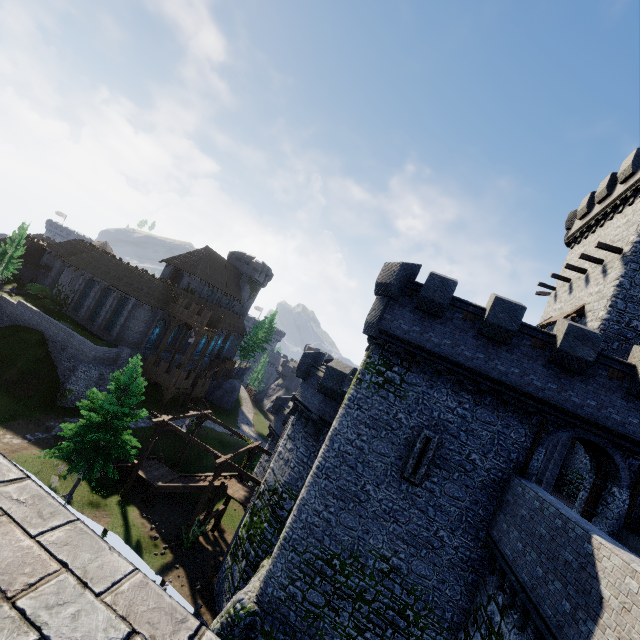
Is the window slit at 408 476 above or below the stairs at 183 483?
above

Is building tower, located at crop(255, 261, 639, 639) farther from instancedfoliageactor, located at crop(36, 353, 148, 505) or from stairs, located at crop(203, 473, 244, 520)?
instancedfoliageactor, located at crop(36, 353, 148, 505)

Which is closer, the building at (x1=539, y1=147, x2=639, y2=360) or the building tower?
the building tower

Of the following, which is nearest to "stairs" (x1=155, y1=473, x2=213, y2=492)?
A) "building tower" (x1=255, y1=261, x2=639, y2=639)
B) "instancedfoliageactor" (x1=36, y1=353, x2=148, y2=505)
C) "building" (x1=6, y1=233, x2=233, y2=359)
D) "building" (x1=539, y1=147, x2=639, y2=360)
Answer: "instancedfoliageactor" (x1=36, y1=353, x2=148, y2=505)

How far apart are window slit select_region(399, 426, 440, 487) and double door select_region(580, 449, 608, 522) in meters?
A: 6.5 m

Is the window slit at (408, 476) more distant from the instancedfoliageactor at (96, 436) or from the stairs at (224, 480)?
the instancedfoliageactor at (96, 436)

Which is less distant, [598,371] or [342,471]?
[598,371]

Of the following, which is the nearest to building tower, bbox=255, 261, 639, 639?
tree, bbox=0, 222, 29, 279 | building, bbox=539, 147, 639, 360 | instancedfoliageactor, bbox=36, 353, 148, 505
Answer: building, bbox=539, 147, 639, 360
